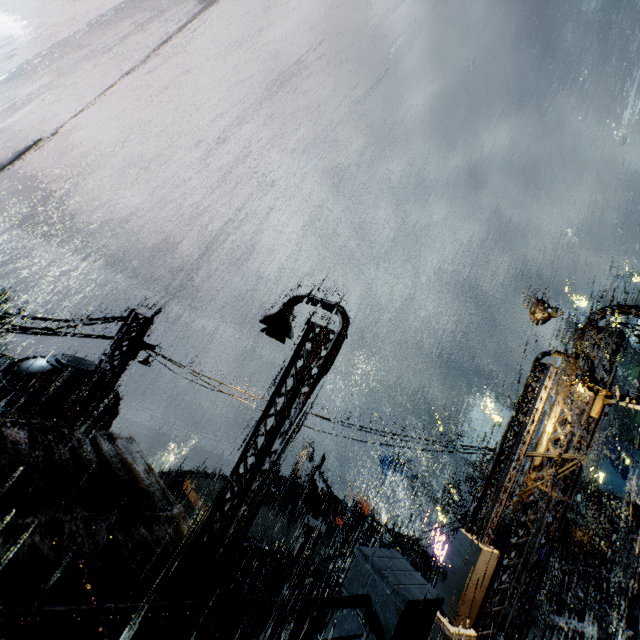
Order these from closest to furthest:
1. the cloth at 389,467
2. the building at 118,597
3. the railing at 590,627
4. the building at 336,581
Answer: the building at 118,597
the railing at 590,627
the building at 336,581
the cloth at 389,467

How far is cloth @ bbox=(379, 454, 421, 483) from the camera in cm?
3319

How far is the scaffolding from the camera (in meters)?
10.35

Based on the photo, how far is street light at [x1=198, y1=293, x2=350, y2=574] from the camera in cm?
784

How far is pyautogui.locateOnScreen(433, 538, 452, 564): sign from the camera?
30.3m

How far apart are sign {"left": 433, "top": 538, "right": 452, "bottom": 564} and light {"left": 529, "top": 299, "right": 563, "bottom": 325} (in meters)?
29.63

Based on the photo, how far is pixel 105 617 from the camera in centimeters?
223cm

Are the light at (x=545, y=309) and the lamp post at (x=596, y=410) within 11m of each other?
yes
